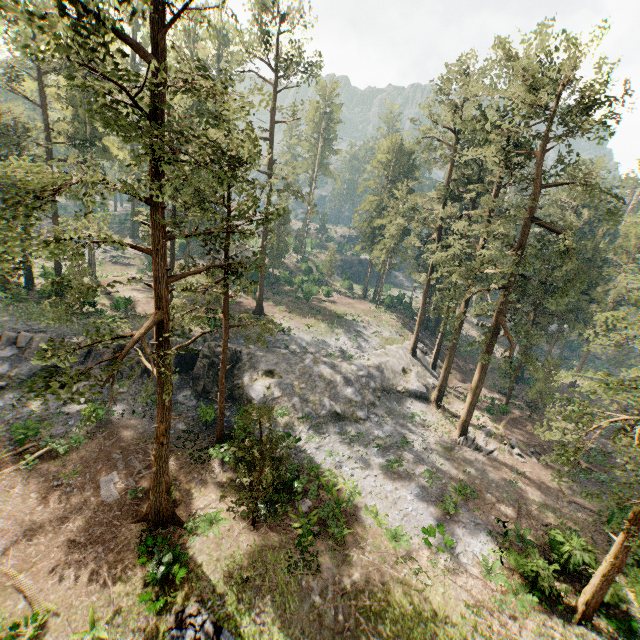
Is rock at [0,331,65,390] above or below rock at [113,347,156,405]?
above

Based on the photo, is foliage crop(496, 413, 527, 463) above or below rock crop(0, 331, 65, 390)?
below

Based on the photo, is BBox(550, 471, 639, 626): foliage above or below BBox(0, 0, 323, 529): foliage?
below

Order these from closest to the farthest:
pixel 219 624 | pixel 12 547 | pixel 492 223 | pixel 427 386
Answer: pixel 219 624 < pixel 12 547 < pixel 492 223 < pixel 427 386

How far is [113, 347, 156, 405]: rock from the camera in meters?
25.8

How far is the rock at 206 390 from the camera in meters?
27.5 m

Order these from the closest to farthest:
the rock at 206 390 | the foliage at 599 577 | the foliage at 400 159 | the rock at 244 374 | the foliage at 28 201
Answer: the foliage at 28 201 < the foliage at 599 577 < the foliage at 400 159 < the rock at 206 390 < the rock at 244 374
